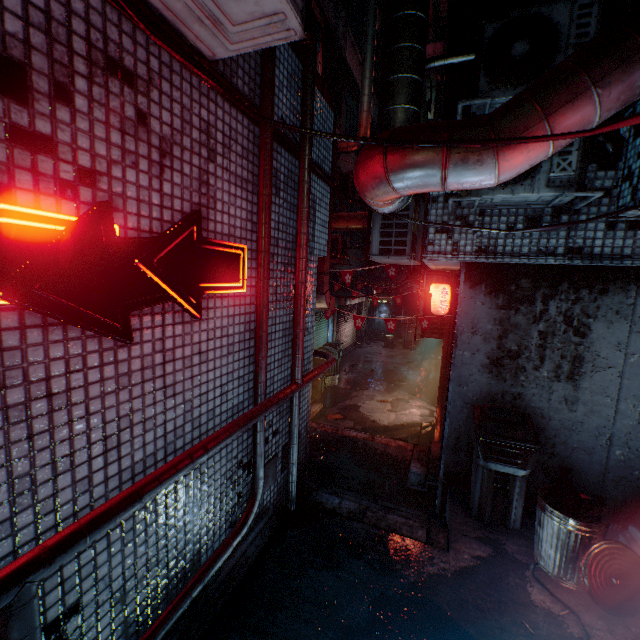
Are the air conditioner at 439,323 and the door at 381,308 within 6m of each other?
no

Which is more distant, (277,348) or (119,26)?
(277,348)

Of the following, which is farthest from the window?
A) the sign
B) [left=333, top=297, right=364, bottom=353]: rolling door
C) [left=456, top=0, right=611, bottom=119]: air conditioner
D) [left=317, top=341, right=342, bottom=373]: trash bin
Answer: the sign

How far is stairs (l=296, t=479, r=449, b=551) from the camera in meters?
3.0 m

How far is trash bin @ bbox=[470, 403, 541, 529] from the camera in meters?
3.0

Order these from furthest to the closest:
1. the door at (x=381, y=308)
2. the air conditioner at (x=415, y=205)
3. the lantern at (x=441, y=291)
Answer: the door at (x=381, y=308)
the lantern at (x=441, y=291)
the air conditioner at (x=415, y=205)

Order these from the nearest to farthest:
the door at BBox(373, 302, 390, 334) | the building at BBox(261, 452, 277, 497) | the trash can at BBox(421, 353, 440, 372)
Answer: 1. the building at BBox(261, 452, 277, 497)
2. the trash can at BBox(421, 353, 440, 372)
3. the door at BBox(373, 302, 390, 334)

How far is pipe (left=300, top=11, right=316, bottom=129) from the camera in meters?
2.4
